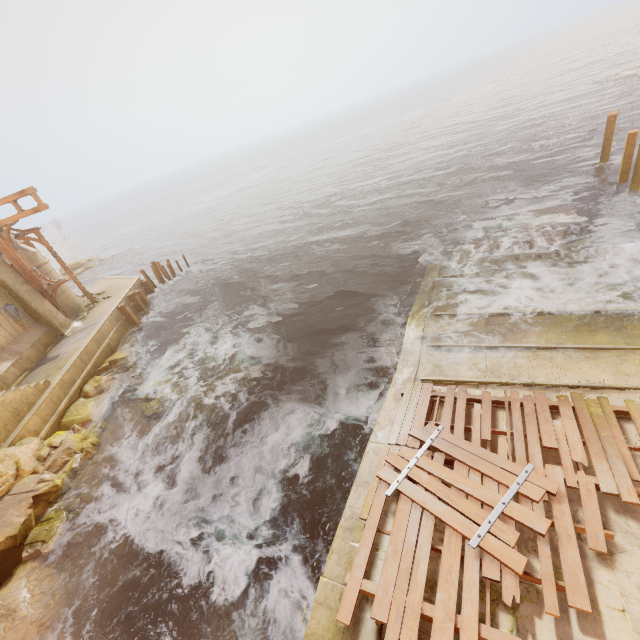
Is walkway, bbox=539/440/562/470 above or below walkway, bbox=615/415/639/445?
above

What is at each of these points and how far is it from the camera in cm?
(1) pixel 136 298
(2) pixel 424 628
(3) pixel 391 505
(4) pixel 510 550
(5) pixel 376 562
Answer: (1) beam, 2005
(2) walkway, 416
(3) walkway, 571
(4) wood, 448
(5) walkway, 493

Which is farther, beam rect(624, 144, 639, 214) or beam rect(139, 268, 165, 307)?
beam rect(139, 268, 165, 307)

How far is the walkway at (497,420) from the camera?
6.75m

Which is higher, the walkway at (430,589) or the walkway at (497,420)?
the walkway at (430,589)

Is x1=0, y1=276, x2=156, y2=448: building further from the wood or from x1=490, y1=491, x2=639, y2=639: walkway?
the wood

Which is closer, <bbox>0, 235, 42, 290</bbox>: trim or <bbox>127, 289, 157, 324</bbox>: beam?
<bbox>0, 235, 42, 290</bbox>: trim

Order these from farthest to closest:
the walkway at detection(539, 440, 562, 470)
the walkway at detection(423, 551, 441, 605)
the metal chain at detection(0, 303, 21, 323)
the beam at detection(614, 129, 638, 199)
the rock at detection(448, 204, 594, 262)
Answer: the metal chain at detection(0, 303, 21, 323) → the beam at detection(614, 129, 638, 199) → the rock at detection(448, 204, 594, 262) → the walkway at detection(539, 440, 562, 470) → the walkway at detection(423, 551, 441, 605)
